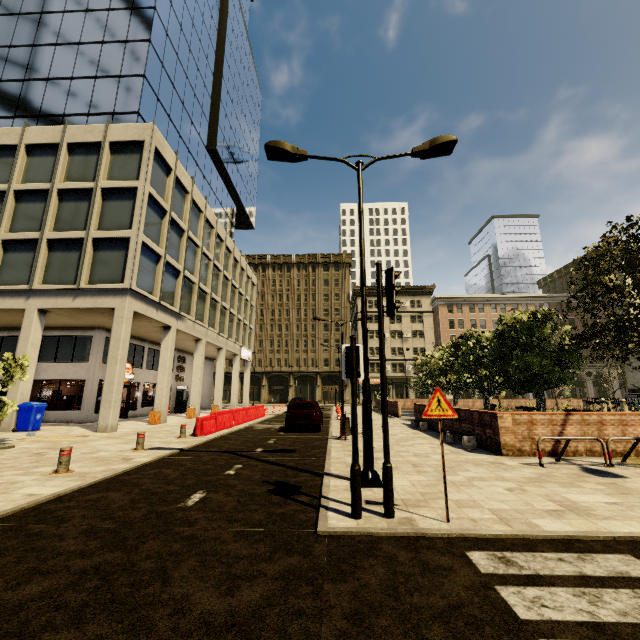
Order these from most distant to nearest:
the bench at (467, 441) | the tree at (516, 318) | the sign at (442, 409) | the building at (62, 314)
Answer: the building at (62, 314) < the tree at (516, 318) < the bench at (467, 441) < the sign at (442, 409)

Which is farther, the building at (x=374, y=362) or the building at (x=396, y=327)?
the building at (x=374, y=362)

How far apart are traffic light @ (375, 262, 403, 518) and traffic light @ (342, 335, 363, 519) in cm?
29

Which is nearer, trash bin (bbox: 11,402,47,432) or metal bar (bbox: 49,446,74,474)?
metal bar (bbox: 49,446,74,474)

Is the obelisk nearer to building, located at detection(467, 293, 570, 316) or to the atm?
building, located at detection(467, 293, 570, 316)

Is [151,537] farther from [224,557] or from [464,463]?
[464,463]

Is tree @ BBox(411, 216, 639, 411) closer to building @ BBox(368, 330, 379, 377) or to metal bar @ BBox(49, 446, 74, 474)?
building @ BBox(368, 330, 379, 377)

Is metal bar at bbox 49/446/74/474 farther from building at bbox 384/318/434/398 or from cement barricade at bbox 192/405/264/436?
cement barricade at bbox 192/405/264/436
